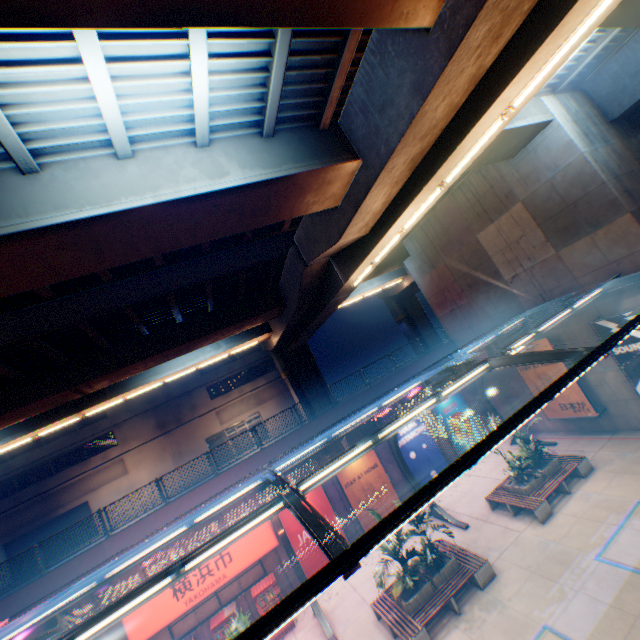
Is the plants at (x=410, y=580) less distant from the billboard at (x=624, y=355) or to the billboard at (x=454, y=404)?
the billboard at (x=454, y=404)

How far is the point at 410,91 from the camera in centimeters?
713cm

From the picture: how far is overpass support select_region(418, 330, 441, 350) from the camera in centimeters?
3328cm

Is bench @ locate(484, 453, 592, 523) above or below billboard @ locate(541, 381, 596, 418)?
below

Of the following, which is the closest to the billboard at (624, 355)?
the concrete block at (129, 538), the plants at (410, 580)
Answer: the concrete block at (129, 538)

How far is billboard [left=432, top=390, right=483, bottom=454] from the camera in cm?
2025

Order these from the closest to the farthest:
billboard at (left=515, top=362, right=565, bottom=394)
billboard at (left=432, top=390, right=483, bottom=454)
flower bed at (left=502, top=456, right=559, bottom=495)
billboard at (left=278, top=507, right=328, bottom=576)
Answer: flower bed at (left=502, top=456, right=559, bottom=495) < billboard at (left=278, top=507, right=328, bottom=576) < billboard at (left=515, top=362, right=565, bottom=394) < billboard at (left=432, top=390, right=483, bottom=454)

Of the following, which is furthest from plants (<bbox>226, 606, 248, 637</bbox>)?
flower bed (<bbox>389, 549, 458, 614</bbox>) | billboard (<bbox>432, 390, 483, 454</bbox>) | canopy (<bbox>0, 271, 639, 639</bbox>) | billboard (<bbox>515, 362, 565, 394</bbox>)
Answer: billboard (<bbox>515, 362, 565, 394</bbox>)
